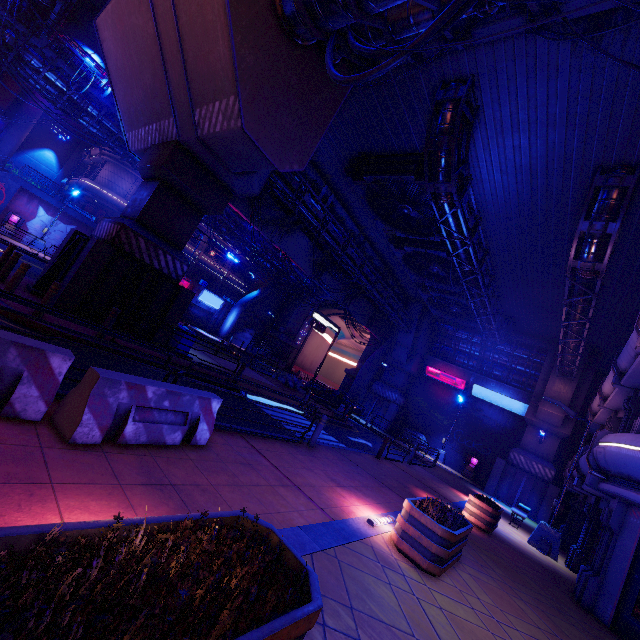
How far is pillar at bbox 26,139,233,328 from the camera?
10.9 meters

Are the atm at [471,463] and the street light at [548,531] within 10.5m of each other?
no

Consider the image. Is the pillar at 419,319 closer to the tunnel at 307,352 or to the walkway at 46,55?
the tunnel at 307,352

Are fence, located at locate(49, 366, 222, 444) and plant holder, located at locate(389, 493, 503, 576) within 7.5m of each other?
yes

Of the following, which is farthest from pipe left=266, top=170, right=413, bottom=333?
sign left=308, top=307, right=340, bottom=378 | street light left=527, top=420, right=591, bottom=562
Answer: street light left=527, top=420, right=591, bottom=562

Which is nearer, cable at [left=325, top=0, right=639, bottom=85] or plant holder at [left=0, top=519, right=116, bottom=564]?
plant holder at [left=0, top=519, right=116, bottom=564]

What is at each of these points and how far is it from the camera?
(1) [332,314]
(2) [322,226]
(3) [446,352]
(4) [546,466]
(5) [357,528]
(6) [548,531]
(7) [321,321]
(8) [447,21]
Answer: (1) tunnel, 48.3m
(2) pipe, 19.4m
(3) walkway, 32.4m
(4) pillar, 23.1m
(5) beam, 6.0m
(6) street light, 13.0m
(7) sign, 31.4m
(8) cable, 6.9m

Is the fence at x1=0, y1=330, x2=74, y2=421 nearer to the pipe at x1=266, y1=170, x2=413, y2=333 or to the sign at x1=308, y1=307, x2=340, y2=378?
Result: the pipe at x1=266, y1=170, x2=413, y2=333
